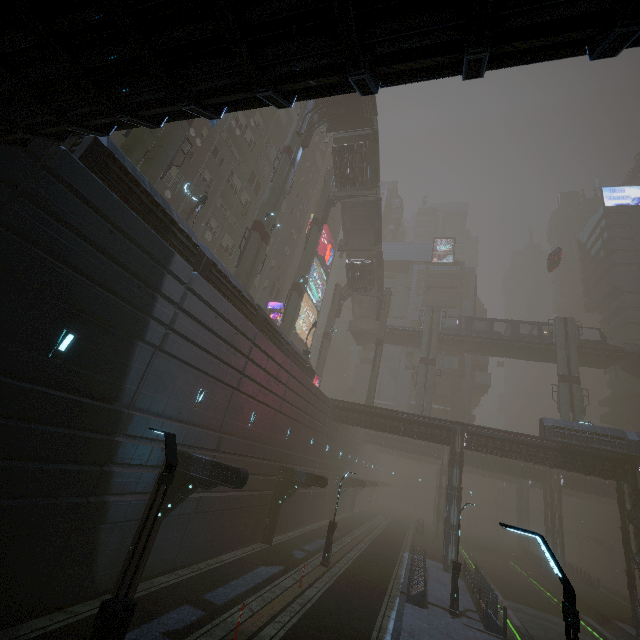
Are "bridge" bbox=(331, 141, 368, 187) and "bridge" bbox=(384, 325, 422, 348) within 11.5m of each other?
no

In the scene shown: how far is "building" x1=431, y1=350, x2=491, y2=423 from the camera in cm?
5369

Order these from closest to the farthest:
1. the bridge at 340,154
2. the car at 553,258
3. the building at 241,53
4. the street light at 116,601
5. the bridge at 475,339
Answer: the building at 241,53 < the street light at 116,601 < the bridge at 340,154 < the bridge at 475,339 < the car at 553,258

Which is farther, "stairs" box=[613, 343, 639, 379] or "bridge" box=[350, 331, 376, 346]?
"bridge" box=[350, 331, 376, 346]

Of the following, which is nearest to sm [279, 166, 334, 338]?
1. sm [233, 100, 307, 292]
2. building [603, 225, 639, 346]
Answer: sm [233, 100, 307, 292]

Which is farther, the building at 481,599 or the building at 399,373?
the building at 399,373

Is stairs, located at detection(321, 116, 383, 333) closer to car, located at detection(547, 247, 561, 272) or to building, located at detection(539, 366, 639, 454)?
building, located at detection(539, 366, 639, 454)

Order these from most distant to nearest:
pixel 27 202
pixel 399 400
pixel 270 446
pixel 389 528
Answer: pixel 399 400 → pixel 389 528 → pixel 270 446 → pixel 27 202
